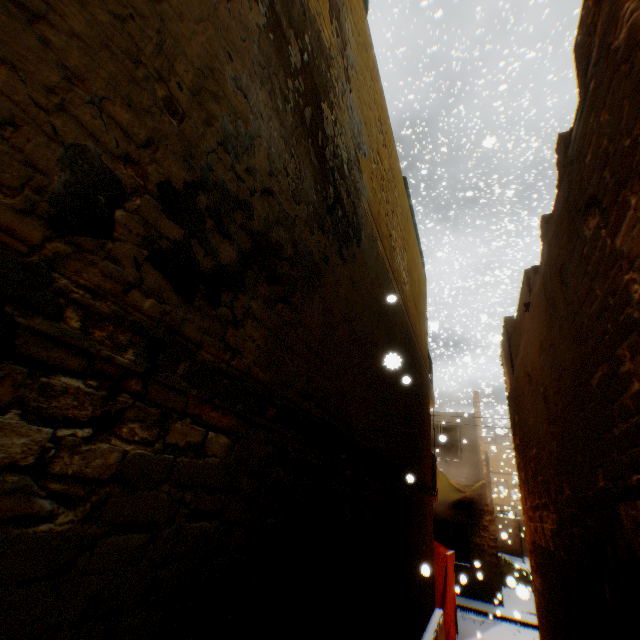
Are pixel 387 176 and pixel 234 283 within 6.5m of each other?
yes

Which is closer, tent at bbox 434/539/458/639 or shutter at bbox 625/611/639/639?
shutter at bbox 625/611/639/639

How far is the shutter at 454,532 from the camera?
14.59m

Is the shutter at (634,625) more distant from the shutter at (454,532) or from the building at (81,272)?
the shutter at (454,532)

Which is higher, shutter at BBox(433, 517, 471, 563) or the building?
the building

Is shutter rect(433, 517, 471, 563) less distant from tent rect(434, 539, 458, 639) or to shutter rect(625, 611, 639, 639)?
tent rect(434, 539, 458, 639)

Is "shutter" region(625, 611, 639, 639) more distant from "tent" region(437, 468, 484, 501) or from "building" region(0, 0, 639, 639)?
"tent" region(437, 468, 484, 501)

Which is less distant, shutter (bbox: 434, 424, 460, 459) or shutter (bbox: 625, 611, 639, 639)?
shutter (bbox: 625, 611, 639, 639)
